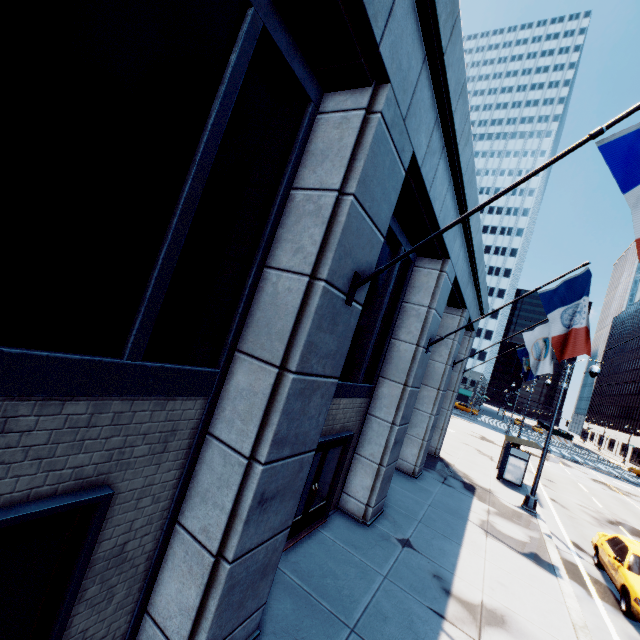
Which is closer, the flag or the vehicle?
the flag

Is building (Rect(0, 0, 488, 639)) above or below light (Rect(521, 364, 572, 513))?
above

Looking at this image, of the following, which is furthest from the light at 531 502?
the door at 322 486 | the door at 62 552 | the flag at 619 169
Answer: the door at 62 552

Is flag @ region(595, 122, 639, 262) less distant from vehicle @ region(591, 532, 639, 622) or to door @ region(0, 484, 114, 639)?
door @ region(0, 484, 114, 639)

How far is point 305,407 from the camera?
4.28m

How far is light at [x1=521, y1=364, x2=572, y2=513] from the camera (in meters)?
14.66

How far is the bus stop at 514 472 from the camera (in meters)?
17.83

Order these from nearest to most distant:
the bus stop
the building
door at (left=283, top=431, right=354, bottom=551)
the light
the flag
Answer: →
1. the building
2. the flag
3. door at (left=283, top=431, right=354, bottom=551)
4. the light
5. the bus stop
